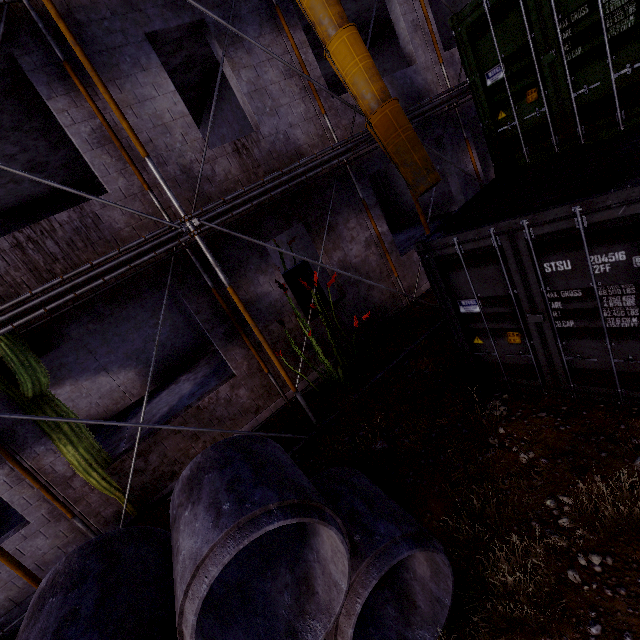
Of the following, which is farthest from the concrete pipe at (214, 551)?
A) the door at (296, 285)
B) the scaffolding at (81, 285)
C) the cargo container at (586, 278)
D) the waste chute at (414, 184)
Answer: the door at (296, 285)

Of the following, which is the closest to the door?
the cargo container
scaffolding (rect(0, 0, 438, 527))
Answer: scaffolding (rect(0, 0, 438, 527))

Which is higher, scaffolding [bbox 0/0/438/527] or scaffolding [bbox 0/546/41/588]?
scaffolding [bbox 0/0/438/527]

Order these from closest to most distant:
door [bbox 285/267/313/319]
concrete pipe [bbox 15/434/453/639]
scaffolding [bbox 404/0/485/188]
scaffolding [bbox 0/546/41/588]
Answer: concrete pipe [bbox 15/434/453/639], scaffolding [bbox 0/546/41/588], scaffolding [bbox 404/0/485/188], door [bbox 285/267/313/319]

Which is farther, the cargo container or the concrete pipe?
the cargo container

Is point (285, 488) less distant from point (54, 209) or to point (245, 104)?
point (245, 104)

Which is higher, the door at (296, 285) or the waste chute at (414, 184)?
the waste chute at (414, 184)
